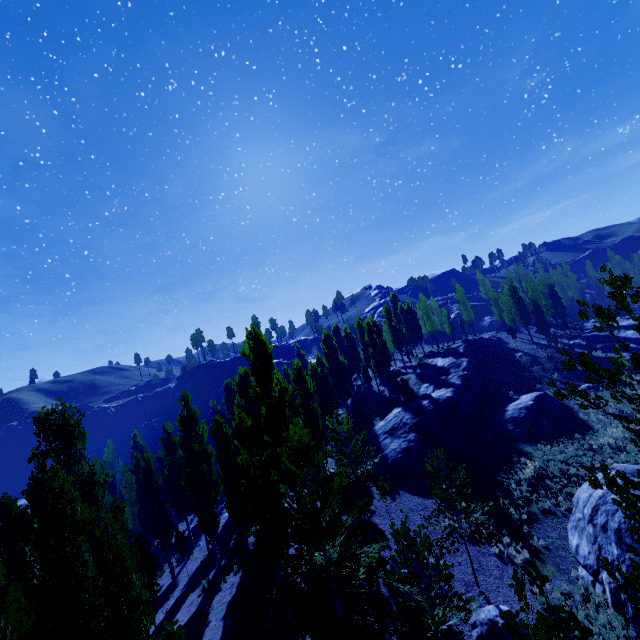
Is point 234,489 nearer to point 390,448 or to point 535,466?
point 390,448

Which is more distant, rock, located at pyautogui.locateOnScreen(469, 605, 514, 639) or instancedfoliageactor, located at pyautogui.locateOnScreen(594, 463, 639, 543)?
rock, located at pyautogui.locateOnScreen(469, 605, 514, 639)

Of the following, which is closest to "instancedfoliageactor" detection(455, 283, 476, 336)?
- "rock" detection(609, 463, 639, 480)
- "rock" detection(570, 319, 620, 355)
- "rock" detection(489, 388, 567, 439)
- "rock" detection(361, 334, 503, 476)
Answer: "rock" detection(361, 334, 503, 476)

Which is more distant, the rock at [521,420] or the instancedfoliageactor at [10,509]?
the rock at [521,420]

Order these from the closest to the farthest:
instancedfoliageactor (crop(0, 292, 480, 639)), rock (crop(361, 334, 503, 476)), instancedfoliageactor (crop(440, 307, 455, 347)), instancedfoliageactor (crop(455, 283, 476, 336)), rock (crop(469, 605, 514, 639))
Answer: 1. instancedfoliageactor (crop(0, 292, 480, 639))
2. rock (crop(469, 605, 514, 639))
3. rock (crop(361, 334, 503, 476))
4. instancedfoliageactor (crop(440, 307, 455, 347))
5. instancedfoliageactor (crop(455, 283, 476, 336))

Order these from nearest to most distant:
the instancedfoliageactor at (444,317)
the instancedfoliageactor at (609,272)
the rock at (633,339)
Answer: the instancedfoliageactor at (609,272)
the rock at (633,339)
the instancedfoliageactor at (444,317)

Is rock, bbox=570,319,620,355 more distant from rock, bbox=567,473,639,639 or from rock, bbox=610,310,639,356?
rock, bbox=567,473,639,639

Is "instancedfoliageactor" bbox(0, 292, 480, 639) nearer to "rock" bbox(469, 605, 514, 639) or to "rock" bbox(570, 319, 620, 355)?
"rock" bbox(570, 319, 620, 355)
